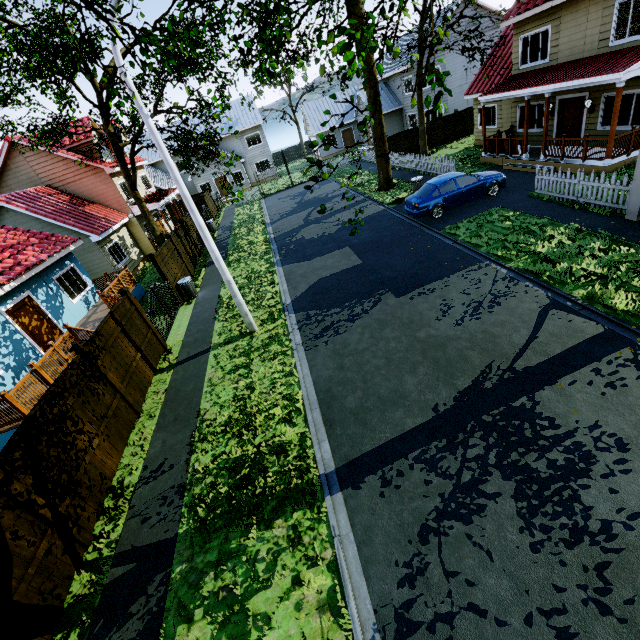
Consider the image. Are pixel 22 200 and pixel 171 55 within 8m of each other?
no

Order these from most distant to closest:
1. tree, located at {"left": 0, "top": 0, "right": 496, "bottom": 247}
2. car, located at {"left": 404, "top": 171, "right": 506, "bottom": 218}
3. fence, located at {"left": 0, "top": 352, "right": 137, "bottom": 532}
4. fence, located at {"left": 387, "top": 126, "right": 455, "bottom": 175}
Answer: fence, located at {"left": 387, "top": 126, "right": 455, "bottom": 175}, car, located at {"left": 404, "top": 171, "right": 506, "bottom": 218}, fence, located at {"left": 0, "top": 352, "right": 137, "bottom": 532}, tree, located at {"left": 0, "top": 0, "right": 496, "bottom": 247}

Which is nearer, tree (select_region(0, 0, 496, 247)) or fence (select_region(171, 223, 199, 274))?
tree (select_region(0, 0, 496, 247))

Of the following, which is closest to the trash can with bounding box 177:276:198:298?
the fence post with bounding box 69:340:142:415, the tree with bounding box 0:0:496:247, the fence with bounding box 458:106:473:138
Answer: the fence with bounding box 458:106:473:138

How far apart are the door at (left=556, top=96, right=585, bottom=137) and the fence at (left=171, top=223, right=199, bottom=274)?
20.38m

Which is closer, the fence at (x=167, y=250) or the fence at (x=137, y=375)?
the fence at (x=137, y=375)

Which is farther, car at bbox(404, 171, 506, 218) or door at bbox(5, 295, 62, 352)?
car at bbox(404, 171, 506, 218)
